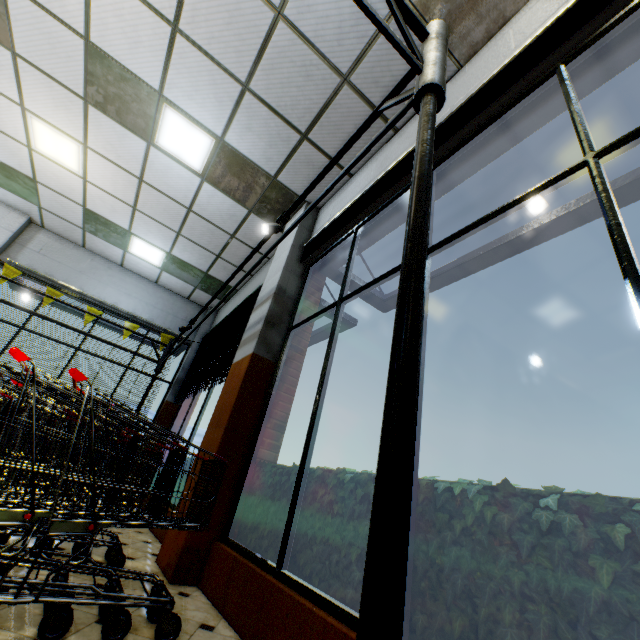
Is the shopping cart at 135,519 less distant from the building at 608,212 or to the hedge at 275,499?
the building at 608,212

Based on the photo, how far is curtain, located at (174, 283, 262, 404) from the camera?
5.25m

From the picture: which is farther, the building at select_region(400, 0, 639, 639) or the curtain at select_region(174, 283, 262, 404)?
the curtain at select_region(174, 283, 262, 404)

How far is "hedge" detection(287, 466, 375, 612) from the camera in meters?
1.9

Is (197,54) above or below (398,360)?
above

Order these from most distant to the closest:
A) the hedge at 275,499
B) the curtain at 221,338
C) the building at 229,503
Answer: the curtain at 221,338 < the hedge at 275,499 < the building at 229,503

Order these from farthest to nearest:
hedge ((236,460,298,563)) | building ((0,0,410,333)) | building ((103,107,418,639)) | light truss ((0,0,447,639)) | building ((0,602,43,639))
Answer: building ((0,0,410,333)), hedge ((236,460,298,563)), building ((103,107,418,639)), building ((0,602,43,639)), light truss ((0,0,447,639))

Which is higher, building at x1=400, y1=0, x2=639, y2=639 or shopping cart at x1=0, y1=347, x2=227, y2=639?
building at x1=400, y1=0, x2=639, y2=639
